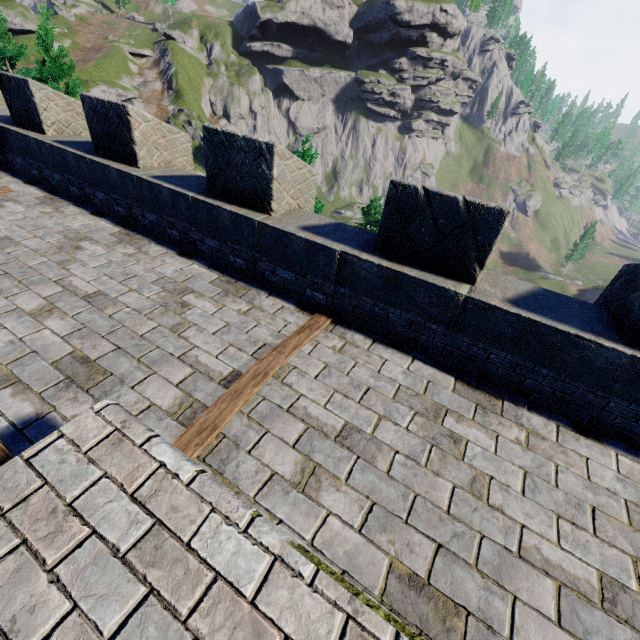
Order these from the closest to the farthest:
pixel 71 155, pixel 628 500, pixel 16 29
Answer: pixel 628 500, pixel 71 155, pixel 16 29

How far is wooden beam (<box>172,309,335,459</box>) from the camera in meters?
2.9

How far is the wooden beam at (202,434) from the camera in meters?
2.9 m

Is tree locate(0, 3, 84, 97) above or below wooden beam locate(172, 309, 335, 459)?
above

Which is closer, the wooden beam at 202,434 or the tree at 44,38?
the wooden beam at 202,434

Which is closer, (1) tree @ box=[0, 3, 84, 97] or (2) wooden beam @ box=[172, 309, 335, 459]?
(2) wooden beam @ box=[172, 309, 335, 459]
